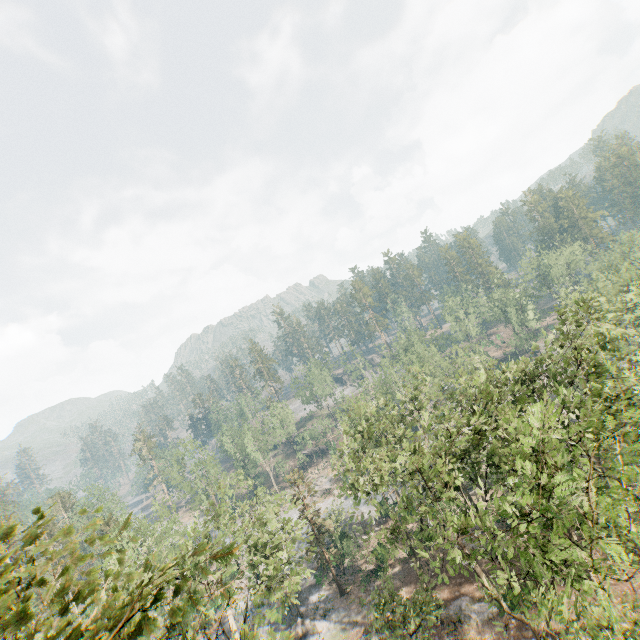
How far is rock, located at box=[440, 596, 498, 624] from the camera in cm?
2778

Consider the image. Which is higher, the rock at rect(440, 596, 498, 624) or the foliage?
the foliage

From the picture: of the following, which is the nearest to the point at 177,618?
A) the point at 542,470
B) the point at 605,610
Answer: the point at 605,610

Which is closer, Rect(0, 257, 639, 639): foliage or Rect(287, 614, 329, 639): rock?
Rect(0, 257, 639, 639): foliage

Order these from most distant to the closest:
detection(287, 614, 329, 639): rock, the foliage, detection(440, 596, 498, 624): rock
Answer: detection(287, 614, 329, 639): rock
detection(440, 596, 498, 624): rock
the foliage

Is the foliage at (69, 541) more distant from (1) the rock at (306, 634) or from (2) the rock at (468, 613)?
(1) the rock at (306, 634)

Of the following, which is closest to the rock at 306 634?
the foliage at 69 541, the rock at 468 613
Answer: the foliage at 69 541

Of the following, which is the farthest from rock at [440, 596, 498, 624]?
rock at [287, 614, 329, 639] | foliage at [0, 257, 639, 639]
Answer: rock at [287, 614, 329, 639]
